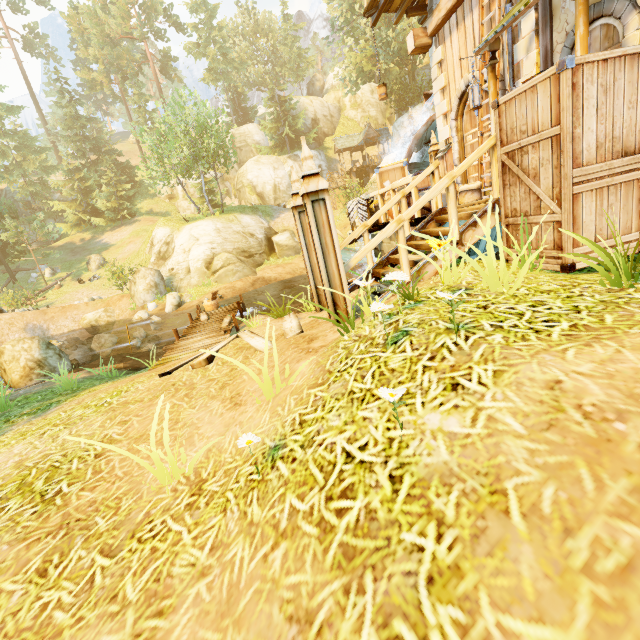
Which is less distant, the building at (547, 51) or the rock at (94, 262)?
the building at (547, 51)

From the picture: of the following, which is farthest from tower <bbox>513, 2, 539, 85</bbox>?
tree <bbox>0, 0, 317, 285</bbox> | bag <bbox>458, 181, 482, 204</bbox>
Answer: tree <bbox>0, 0, 317, 285</bbox>

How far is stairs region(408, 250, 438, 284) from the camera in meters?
4.7 m

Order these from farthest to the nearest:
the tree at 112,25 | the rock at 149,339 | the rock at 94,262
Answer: the rock at 94,262, the tree at 112,25, the rock at 149,339

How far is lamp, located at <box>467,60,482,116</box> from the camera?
5.8 meters

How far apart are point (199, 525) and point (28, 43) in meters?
88.7

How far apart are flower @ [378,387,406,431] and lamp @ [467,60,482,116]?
6.4m

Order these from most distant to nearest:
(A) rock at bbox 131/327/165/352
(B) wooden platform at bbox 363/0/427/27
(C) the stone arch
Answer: (A) rock at bbox 131/327/165/352 → (B) wooden platform at bbox 363/0/427/27 → (C) the stone arch
